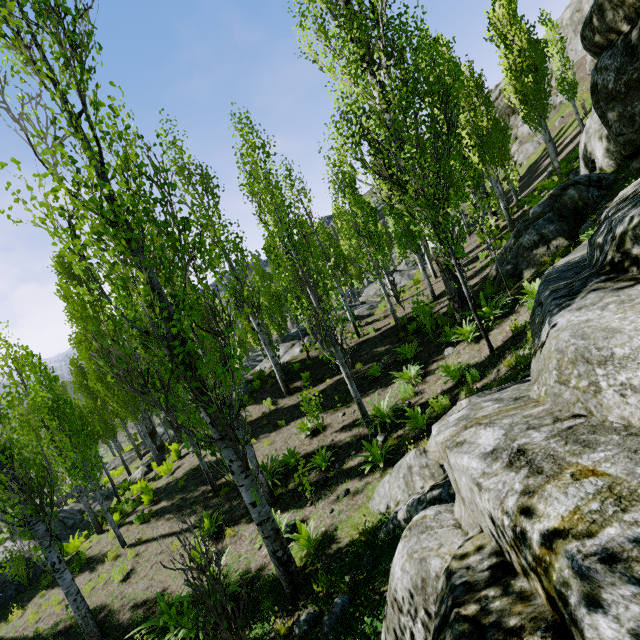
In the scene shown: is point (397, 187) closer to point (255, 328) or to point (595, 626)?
point (255, 328)

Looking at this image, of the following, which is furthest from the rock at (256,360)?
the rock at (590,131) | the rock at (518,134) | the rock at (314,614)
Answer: the rock at (518,134)

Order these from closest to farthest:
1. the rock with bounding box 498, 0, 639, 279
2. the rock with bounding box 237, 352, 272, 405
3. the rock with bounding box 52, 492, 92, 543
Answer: the rock with bounding box 498, 0, 639, 279 → the rock with bounding box 52, 492, 92, 543 → the rock with bounding box 237, 352, 272, 405

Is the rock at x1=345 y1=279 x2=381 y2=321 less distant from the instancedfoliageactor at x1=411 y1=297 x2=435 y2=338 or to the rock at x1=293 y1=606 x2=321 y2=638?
the instancedfoliageactor at x1=411 y1=297 x2=435 y2=338

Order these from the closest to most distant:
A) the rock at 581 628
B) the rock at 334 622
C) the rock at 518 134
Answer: the rock at 581 628 → the rock at 334 622 → the rock at 518 134

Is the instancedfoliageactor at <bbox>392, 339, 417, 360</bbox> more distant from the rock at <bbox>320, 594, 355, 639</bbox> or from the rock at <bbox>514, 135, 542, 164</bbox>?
the rock at <bbox>514, 135, 542, 164</bbox>

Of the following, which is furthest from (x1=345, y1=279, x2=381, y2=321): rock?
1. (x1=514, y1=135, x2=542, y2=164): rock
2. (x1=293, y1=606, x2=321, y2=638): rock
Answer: (x1=514, y1=135, x2=542, y2=164): rock

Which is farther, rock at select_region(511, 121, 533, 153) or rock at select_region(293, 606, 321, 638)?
rock at select_region(511, 121, 533, 153)
